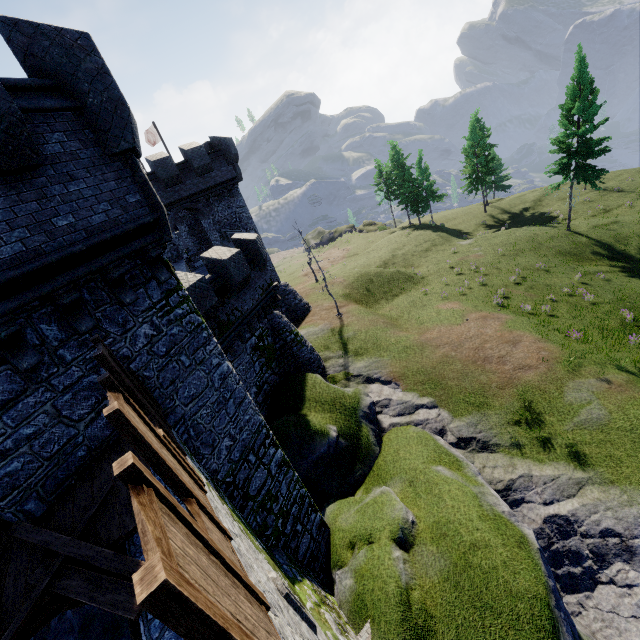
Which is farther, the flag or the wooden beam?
the flag

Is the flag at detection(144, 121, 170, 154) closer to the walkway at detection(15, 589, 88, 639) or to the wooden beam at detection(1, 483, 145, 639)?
the walkway at detection(15, 589, 88, 639)

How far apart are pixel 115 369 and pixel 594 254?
37.6m

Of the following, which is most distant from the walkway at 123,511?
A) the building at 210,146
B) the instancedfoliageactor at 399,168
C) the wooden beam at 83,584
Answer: the instancedfoliageactor at 399,168

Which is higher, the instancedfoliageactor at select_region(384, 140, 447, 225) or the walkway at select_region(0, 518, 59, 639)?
the walkway at select_region(0, 518, 59, 639)

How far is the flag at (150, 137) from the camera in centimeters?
3003cm

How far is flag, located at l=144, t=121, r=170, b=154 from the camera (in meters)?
30.03

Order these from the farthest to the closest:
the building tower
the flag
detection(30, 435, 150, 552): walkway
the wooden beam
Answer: the flag, the building tower, detection(30, 435, 150, 552): walkway, the wooden beam
